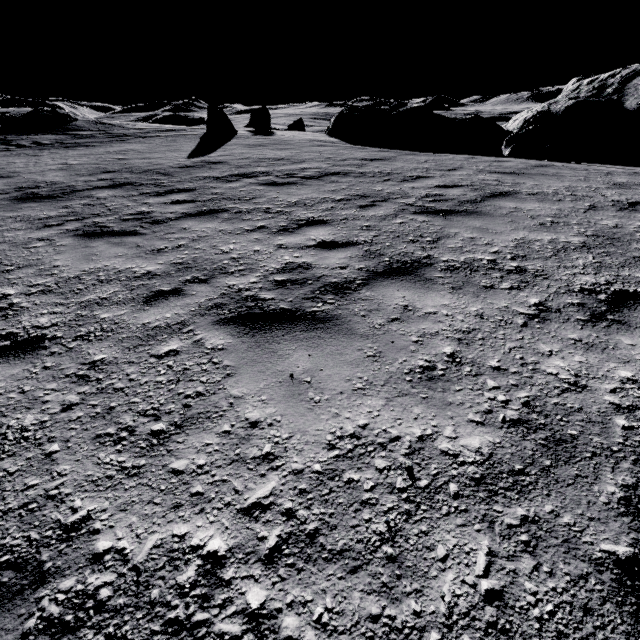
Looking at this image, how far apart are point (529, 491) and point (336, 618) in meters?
1.2

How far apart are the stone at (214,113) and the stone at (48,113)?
11.2 meters

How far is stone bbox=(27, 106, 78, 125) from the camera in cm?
1989

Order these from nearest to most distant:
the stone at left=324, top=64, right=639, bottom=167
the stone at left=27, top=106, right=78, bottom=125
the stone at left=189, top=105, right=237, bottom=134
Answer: the stone at left=324, top=64, right=639, bottom=167 < the stone at left=189, top=105, right=237, bottom=134 < the stone at left=27, top=106, right=78, bottom=125

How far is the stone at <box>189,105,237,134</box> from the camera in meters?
16.2

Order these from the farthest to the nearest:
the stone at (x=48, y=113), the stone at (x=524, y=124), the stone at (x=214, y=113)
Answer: the stone at (x=48, y=113)
the stone at (x=214, y=113)
the stone at (x=524, y=124)

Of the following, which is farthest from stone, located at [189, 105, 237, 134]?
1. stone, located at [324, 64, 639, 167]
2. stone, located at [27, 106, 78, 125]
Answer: stone, located at [27, 106, 78, 125]
